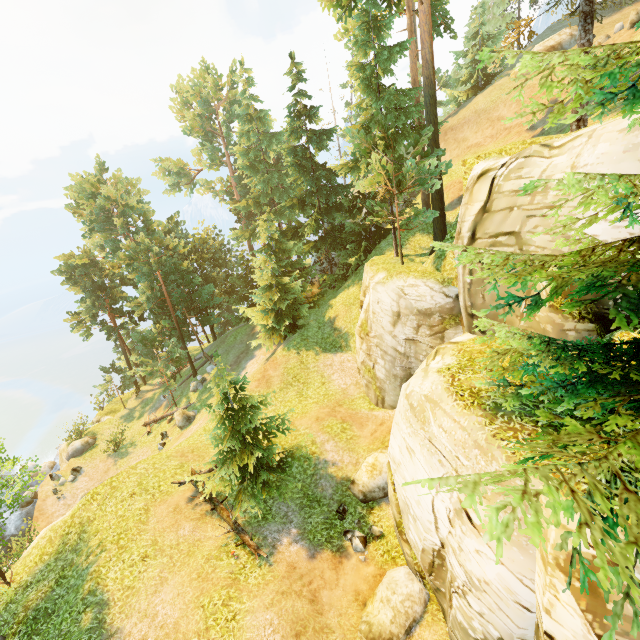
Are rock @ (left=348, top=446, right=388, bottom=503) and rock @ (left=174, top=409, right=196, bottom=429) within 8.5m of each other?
no

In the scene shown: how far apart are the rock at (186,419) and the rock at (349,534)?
16.57m

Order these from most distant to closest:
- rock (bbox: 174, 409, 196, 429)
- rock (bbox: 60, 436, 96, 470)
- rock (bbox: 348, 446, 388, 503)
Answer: rock (bbox: 60, 436, 96, 470) → rock (bbox: 174, 409, 196, 429) → rock (bbox: 348, 446, 388, 503)

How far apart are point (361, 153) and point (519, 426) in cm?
1596

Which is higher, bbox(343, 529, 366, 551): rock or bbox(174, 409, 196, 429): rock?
bbox(343, 529, 366, 551): rock

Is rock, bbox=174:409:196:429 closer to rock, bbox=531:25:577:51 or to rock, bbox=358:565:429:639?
rock, bbox=358:565:429:639

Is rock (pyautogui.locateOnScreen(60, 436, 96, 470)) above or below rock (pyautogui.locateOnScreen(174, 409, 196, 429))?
below

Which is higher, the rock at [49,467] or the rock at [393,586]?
the rock at [393,586]
